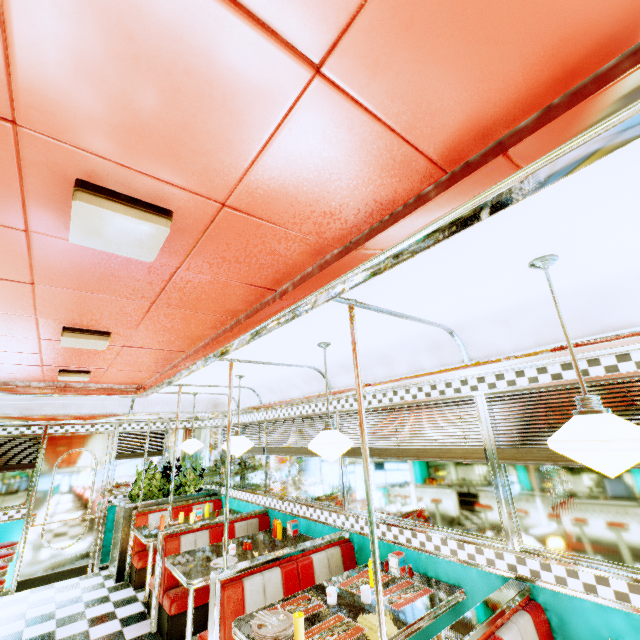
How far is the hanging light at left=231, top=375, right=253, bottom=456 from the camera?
4.24m

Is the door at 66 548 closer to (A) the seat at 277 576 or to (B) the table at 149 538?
(B) the table at 149 538

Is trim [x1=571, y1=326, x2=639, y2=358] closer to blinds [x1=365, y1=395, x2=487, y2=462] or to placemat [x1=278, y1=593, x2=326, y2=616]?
blinds [x1=365, y1=395, x2=487, y2=462]

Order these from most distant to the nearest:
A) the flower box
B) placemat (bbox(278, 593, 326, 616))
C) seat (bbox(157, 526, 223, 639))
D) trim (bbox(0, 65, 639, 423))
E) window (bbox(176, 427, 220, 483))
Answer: window (bbox(176, 427, 220, 483)), the flower box, seat (bbox(157, 526, 223, 639)), placemat (bbox(278, 593, 326, 616)), trim (bbox(0, 65, 639, 423))

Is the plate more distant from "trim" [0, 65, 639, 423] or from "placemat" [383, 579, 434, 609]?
"trim" [0, 65, 639, 423]

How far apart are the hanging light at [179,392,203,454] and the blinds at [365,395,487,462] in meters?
3.0 m

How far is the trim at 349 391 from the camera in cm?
407

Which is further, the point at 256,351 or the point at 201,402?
the point at 201,402
